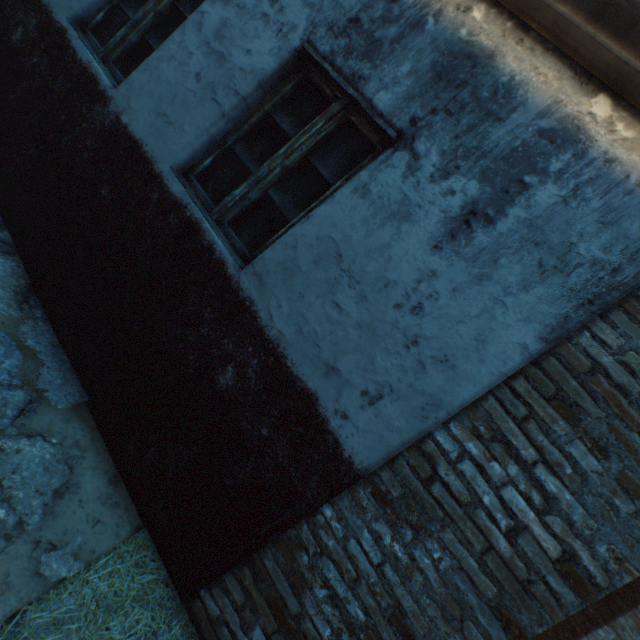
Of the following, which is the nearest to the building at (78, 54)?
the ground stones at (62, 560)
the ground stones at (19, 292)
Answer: the ground stones at (19, 292)

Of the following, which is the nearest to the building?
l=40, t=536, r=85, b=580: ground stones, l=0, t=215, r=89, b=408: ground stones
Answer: l=0, t=215, r=89, b=408: ground stones

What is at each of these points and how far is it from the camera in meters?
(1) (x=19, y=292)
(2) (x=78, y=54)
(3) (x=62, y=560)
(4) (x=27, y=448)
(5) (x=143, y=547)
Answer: (1) ground stones, 2.4
(2) building, 2.8
(3) ground stones, 1.6
(4) ground stones, 1.8
(5) straw, 2.0

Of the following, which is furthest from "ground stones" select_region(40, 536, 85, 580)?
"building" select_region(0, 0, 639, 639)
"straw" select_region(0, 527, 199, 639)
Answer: "building" select_region(0, 0, 639, 639)

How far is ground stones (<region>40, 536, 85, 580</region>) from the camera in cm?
154

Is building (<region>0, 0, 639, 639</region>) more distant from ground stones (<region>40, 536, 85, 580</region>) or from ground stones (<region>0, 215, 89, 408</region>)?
ground stones (<region>40, 536, 85, 580</region>)

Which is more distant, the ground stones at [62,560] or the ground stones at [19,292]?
the ground stones at [19,292]
